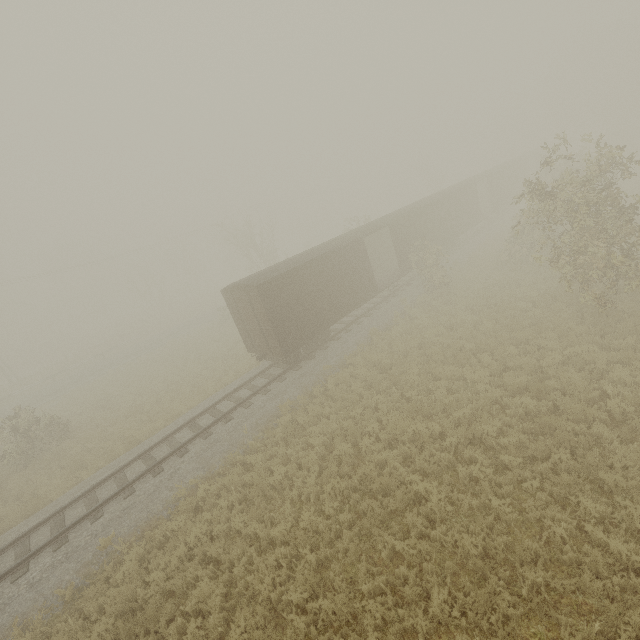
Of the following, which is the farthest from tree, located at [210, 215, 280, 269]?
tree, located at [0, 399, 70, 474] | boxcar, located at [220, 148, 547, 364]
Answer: boxcar, located at [220, 148, 547, 364]

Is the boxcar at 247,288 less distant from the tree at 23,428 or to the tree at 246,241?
the tree at 23,428

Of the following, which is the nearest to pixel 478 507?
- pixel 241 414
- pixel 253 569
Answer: pixel 253 569

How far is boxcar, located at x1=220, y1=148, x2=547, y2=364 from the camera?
15.0m

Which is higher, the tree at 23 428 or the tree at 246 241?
the tree at 246 241

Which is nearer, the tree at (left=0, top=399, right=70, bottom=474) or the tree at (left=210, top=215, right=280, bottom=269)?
the tree at (left=0, top=399, right=70, bottom=474)

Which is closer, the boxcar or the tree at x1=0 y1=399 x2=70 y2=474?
the boxcar

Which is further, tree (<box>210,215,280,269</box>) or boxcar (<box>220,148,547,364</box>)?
tree (<box>210,215,280,269</box>)
